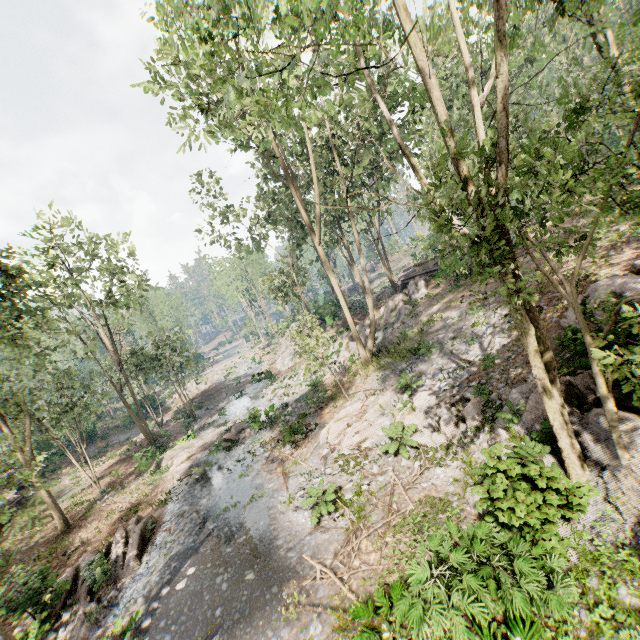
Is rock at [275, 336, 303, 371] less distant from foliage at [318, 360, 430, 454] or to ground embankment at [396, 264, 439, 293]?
foliage at [318, 360, 430, 454]

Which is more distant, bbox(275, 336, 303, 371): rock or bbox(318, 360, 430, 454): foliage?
bbox(275, 336, 303, 371): rock

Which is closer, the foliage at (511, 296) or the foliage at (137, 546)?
the foliage at (511, 296)

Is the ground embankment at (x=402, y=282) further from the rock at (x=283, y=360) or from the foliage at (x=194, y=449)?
the rock at (x=283, y=360)

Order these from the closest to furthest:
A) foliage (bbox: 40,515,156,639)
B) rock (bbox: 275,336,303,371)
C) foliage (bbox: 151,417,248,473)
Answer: foliage (bbox: 40,515,156,639) < foliage (bbox: 151,417,248,473) < rock (bbox: 275,336,303,371)

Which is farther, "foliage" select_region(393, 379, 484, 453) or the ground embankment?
the ground embankment

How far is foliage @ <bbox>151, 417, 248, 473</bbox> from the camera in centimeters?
2150cm

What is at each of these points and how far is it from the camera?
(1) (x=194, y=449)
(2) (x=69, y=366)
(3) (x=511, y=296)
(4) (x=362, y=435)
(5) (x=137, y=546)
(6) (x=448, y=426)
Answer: (1) foliage, 23.3 meters
(2) foliage, 22.0 meters
(3) foliage, 7.0 meters
(4) foliage, 14.6 meters
(5) foliage, 13.8 meters
(6) foliage, 12.3 meters
